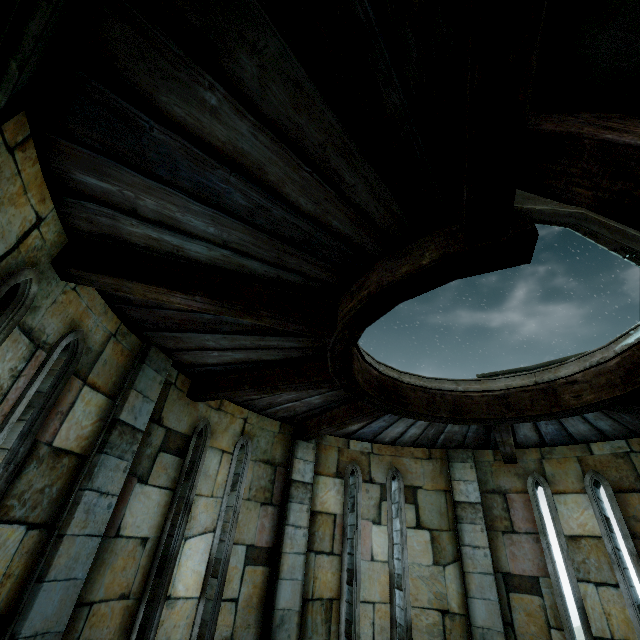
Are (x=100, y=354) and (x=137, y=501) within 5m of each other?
yes
